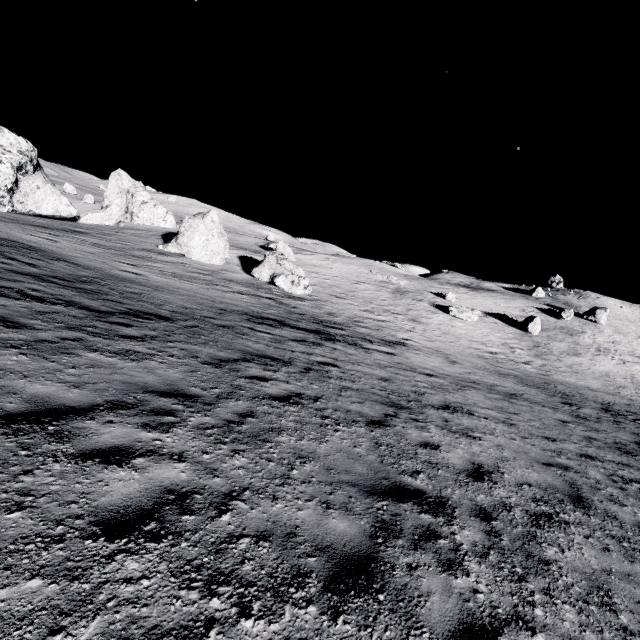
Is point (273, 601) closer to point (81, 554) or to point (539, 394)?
point (81, 554)

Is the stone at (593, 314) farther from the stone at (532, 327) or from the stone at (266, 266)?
the stone at (266, 266)

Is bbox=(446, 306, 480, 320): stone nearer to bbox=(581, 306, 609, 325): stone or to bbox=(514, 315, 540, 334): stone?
bbox=(514, 315, 540, 334): stone

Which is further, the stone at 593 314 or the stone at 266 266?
the stone at 593 314

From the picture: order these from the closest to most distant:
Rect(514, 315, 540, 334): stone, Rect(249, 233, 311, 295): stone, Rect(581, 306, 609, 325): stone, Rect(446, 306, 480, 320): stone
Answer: Rect(249, 233, 311, 295): stone, Rect(446, 306, 480, 320): stone, Rect(514, 315, 540, 334): stone, Rect(581, 306, 609, 325): stone

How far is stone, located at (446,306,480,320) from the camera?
36.5m

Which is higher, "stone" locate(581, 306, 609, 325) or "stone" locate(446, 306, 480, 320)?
"stone" locate(581, 306, 609, 325)

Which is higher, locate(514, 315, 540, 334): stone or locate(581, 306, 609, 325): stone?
locate(581, 306, 609, 325): stone
